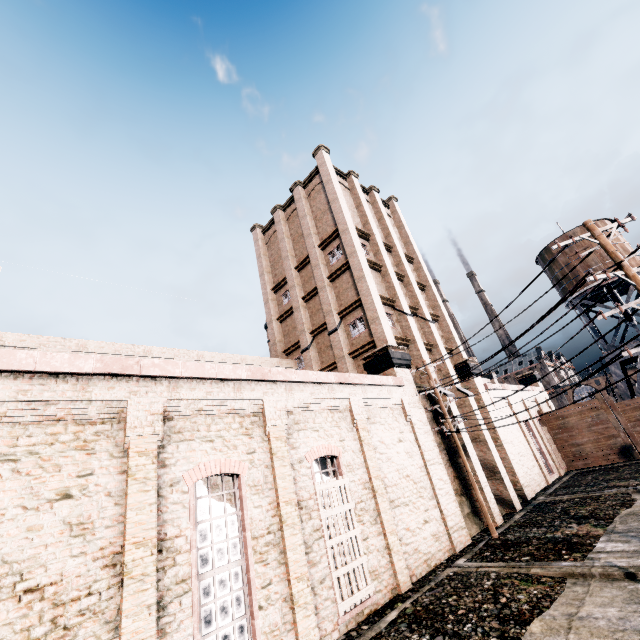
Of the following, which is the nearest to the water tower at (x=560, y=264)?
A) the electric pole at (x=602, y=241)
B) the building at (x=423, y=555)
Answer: the building at (x=423, y=555)

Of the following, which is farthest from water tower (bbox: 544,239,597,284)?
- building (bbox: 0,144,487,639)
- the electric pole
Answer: the electric pole

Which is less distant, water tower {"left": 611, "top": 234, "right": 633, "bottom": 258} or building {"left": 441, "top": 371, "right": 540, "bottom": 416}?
building {"left": 441, "top": 371, "right": 540, "bottom": 416}

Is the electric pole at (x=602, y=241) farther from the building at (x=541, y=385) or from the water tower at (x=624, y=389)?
the water tower at (x=624, y=389)

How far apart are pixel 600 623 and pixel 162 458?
11.2 meters

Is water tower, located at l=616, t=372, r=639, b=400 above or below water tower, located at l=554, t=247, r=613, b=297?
below
